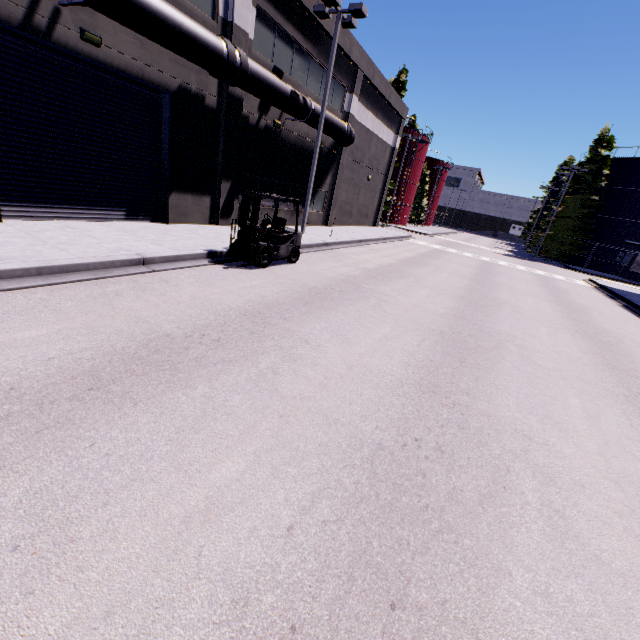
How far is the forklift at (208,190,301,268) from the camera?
9.7 meters

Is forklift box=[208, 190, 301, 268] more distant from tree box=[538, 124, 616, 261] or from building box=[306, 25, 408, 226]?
tree box=[538, 124, 616, 261]

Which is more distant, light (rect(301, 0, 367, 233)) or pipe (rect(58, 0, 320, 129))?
light (rect(301, 0, 367, 233))

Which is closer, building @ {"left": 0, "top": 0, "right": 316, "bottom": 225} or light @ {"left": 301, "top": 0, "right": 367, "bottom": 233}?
building @ {"left": 0, "top": 0, "right": 316, "bottom": 225}

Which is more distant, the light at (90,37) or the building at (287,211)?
the building at (287,211)

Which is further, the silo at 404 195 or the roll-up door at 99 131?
the silo at 404 195

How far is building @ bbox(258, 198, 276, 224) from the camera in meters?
17.3

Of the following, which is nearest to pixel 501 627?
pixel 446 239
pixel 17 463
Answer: pixel 17 463
